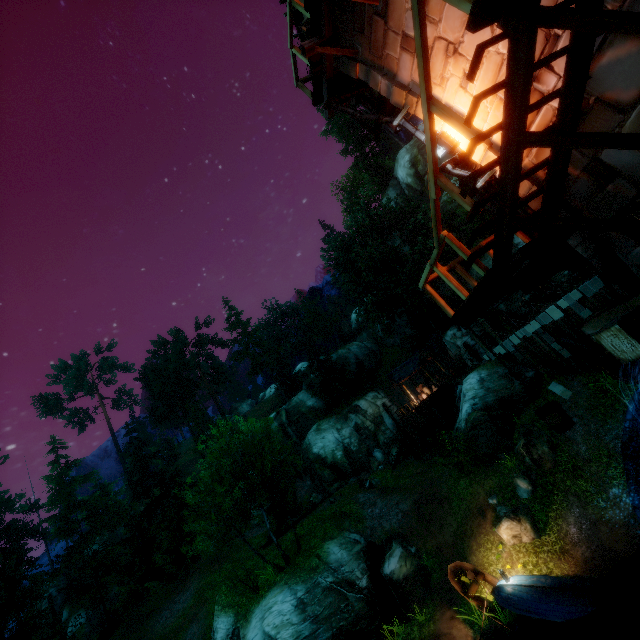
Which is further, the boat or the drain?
the boat

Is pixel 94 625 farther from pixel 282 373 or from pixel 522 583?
pixel 522 583

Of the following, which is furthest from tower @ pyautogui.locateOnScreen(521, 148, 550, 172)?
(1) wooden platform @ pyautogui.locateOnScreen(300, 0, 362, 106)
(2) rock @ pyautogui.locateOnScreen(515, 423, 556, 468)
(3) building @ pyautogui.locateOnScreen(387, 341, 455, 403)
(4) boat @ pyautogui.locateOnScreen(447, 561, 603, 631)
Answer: (3) building @ pyautogui.locateOnScreen(387, 341, 455, 403)

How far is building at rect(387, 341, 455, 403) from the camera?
33.6m

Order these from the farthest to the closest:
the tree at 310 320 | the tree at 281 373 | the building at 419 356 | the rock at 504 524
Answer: the tree at 310 320
the building at 419 356
the tree at 281 373
the rock at 504 524

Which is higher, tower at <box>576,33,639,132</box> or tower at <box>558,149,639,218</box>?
tower at <box>576,33,639,132</box>

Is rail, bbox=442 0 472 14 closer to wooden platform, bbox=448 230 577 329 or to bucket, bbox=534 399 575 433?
wooden platform, bbox=448 230 577 329

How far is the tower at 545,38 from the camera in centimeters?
379cm
